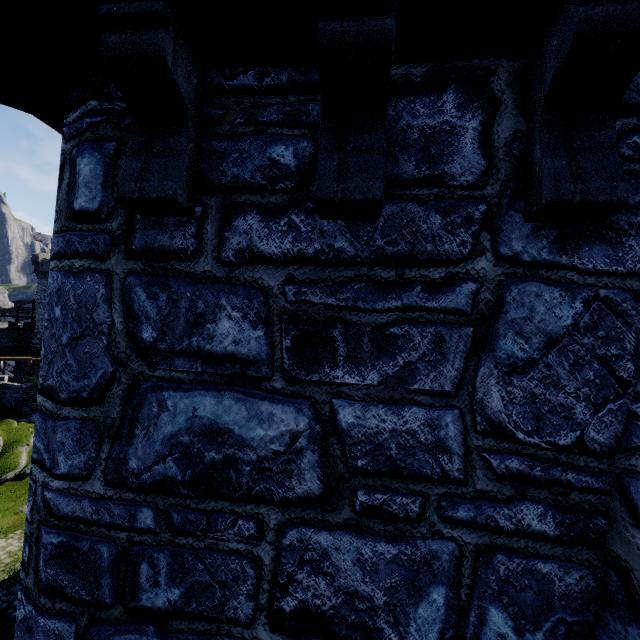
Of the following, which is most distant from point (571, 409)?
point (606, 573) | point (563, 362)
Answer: point (606, 573)

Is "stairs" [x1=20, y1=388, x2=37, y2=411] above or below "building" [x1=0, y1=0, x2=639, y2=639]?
below

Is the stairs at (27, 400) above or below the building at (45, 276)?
below

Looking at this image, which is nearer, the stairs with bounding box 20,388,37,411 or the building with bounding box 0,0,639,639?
the building with bounding box 0,0,639,639

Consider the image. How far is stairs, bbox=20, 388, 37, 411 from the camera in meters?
34.4 m

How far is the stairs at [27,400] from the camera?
34.41m
